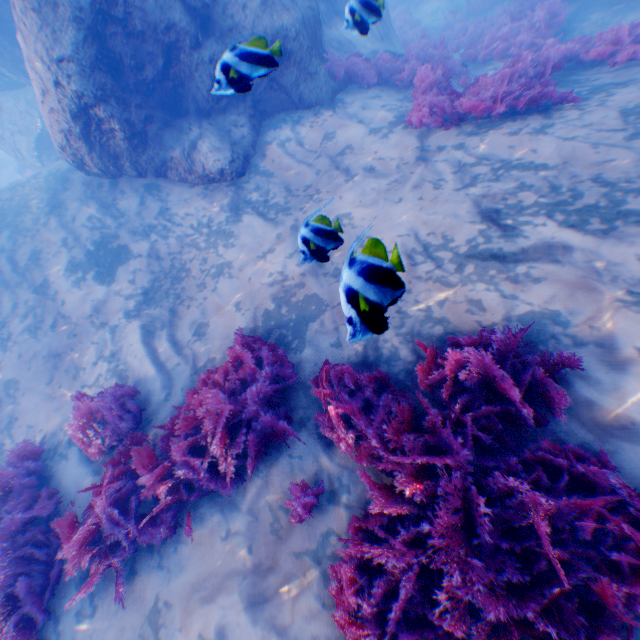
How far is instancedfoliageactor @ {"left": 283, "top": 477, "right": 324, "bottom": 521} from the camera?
3.21m

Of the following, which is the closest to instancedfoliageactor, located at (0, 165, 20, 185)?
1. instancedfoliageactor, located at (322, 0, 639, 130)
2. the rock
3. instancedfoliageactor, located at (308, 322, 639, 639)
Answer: the rock

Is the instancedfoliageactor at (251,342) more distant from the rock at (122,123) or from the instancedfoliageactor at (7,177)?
the instancedfoliageactor at (7,177)

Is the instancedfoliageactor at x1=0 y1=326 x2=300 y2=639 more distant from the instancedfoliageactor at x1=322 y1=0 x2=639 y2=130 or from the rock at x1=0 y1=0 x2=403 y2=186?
the instancedfoliageactor at x1=322 y1=0 x2=639 y2=130

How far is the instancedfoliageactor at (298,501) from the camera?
3.2 meters

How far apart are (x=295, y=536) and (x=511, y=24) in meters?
13.5

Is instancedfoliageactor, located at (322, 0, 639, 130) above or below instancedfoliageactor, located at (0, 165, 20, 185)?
below

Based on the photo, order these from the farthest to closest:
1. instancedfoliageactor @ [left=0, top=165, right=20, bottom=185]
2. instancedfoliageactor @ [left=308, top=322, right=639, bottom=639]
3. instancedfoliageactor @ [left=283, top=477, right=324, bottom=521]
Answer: instancedfoliageactor @ [left=0, top=165, right=20, bottom=185] < instancedfoliageactor @ [left=283, top=477, right=324, bottom=521] < instancedfoliageactor @ [left=308, top=322, right=639, bottom=639]
